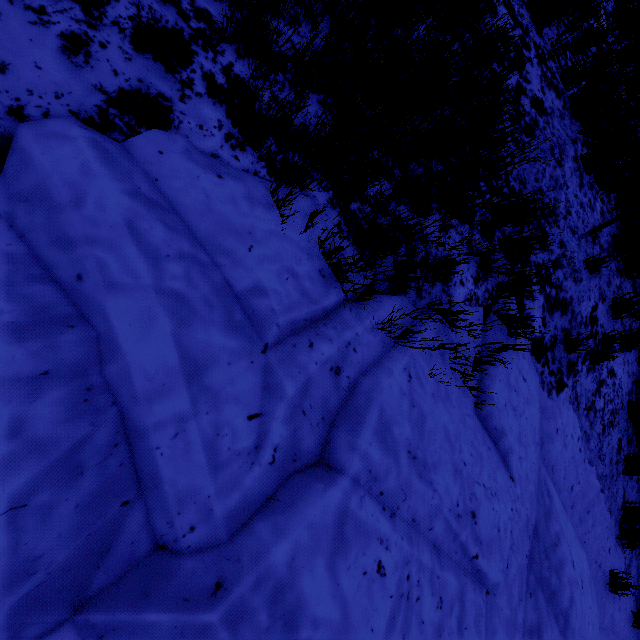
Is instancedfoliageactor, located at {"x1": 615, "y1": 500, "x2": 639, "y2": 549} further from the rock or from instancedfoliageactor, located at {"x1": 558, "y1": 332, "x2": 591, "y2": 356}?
instancedfoliageactor, located at {"x1": 558, "y1": 332, "x2": 591, "y2": 356}

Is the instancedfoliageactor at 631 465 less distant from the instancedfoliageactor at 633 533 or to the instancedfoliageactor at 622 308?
the instancedfoliageactor at 633 533

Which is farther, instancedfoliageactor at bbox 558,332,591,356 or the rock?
instancedfoliageactor at bbox 558,332,591,356

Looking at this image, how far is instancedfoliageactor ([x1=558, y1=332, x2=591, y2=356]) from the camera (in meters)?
3.77

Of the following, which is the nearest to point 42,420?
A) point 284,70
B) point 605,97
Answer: point 284,70

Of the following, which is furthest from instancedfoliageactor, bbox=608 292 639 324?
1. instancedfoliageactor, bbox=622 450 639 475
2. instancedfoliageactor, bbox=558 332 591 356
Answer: instancedfoliageactor, bbox=622 450 639 475

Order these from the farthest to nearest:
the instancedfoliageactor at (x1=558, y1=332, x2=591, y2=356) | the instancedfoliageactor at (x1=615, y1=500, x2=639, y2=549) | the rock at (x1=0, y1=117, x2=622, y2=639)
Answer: the instancedfoliageactor at (x1=615, y1=500, x2=639, y2=549) → the instancedfoliageactor at (x1=558, y1=332, x2=591, y2=356) → the rock at (x1=0, y1=117, x2=622, y2=639)

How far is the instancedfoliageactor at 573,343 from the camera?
3.8 meters
